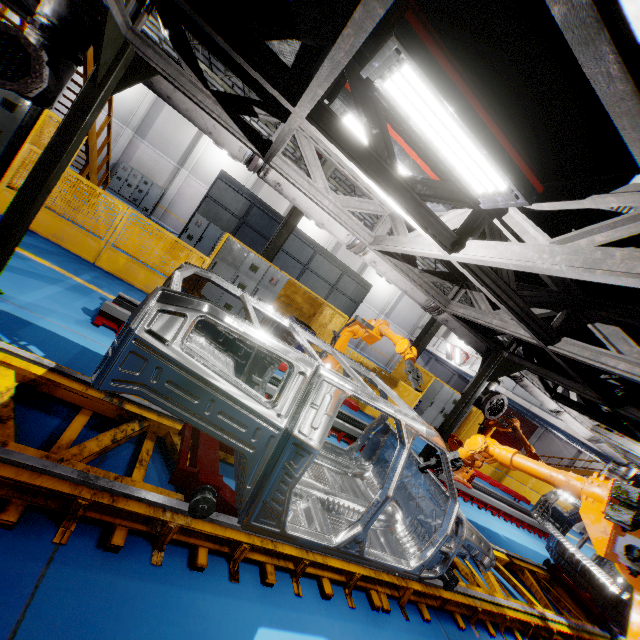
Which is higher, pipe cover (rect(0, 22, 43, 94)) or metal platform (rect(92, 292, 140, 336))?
pipe cover (rect(0, 22, 43, 94))

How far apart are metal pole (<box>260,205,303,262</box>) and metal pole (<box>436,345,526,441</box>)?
7.0m

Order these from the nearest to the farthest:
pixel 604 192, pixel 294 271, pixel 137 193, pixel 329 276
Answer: pixel 604 192, pixel 294 271, pixel 329 276, pixel 137 193

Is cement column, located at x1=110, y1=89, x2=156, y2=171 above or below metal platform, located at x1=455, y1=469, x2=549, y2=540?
above

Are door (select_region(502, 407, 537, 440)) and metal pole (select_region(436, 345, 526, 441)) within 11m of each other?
no

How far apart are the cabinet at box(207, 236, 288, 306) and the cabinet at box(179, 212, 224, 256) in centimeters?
604cm

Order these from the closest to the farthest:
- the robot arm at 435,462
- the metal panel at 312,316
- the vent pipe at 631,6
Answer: the vent pipe at 631,6 < the robot arm at 435,462 < the metal panel at 312,316

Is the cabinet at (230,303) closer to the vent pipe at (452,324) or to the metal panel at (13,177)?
the metal panel at (13,177)
